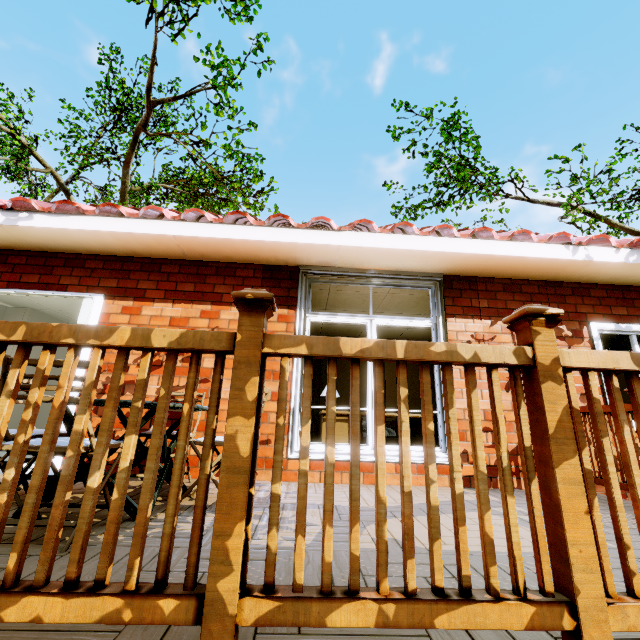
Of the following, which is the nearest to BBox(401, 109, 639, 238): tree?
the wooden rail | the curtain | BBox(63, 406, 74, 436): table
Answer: the curtain

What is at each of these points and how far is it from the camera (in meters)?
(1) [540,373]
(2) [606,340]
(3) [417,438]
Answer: (1) wooden rail, 1.11
(2) curtain, 4.48
(3) desk, 4.32

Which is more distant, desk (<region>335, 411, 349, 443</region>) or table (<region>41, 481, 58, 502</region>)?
desk (<region>335, 411, 349, 443</region>)

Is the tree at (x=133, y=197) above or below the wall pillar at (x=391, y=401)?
above

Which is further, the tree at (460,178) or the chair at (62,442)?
the tree at (460,178)

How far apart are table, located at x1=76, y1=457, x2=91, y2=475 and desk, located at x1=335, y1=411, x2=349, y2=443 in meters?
1.5

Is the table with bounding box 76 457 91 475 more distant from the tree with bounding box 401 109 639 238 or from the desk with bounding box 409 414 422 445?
the tree with bounding box 401 109 639 238

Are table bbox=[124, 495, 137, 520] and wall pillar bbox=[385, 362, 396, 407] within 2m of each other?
no
